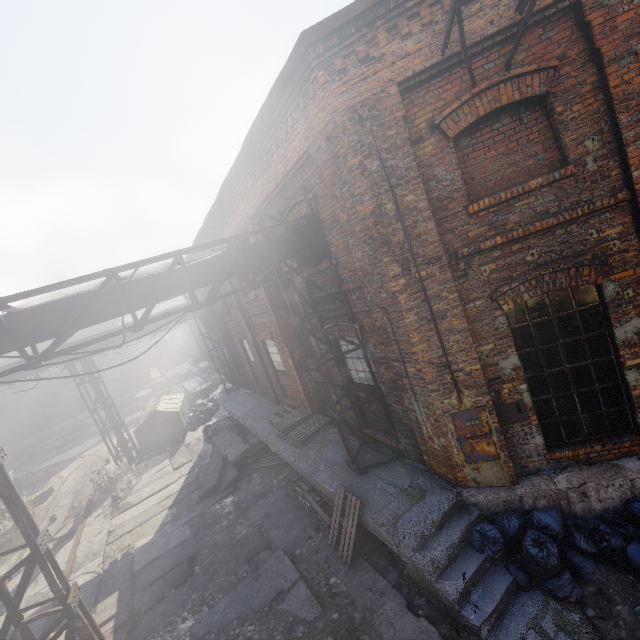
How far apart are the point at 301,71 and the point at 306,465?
8.28m

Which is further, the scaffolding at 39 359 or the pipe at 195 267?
the pipe at 195 267

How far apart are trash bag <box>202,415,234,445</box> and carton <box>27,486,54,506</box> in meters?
8.1

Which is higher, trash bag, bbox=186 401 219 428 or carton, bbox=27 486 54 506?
trash bag, bbox=186 401 219 428

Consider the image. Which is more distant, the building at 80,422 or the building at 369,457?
the building at 80,422

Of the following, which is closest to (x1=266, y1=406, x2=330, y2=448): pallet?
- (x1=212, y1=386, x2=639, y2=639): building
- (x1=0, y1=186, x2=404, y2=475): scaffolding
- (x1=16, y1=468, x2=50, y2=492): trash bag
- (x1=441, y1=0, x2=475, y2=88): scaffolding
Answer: (x1=212, y1=386, x2=639, y2=639): building

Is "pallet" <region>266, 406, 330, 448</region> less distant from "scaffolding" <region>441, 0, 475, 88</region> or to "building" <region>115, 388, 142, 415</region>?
"scaffolding" <region>441, 0, 475, 88</region>

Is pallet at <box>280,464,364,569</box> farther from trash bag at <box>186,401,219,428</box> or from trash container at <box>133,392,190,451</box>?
trash bag at <box>186,401,219,428</box>
